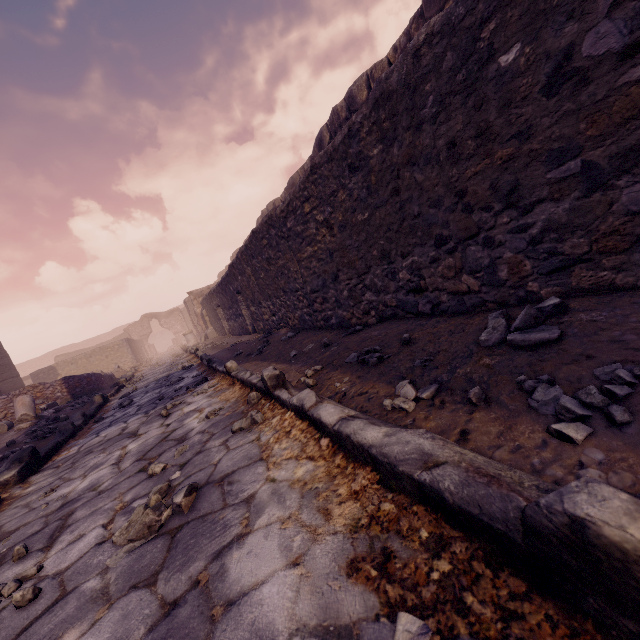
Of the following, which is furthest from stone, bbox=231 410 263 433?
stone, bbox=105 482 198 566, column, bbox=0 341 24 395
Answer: column, bbox=0 341 24 395

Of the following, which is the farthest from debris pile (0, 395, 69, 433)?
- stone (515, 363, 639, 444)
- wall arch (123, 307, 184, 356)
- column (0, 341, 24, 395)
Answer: wall arch (123, 307, 184, 356)

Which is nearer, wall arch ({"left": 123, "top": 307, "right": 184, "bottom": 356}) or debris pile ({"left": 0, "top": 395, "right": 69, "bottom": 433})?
debris pile ({"left": 0, "top": 395, "right": 69, "bottom": 433})

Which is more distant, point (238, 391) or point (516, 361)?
point (238, 391)

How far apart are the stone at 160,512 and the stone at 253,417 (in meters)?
0.45

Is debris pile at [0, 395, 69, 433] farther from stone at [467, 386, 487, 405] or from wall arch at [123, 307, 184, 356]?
wall arch at [123, 307, 184, 356]

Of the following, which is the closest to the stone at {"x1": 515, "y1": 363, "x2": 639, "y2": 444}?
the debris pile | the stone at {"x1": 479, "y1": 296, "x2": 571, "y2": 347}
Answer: the stone at {"x1": 479, "y1": 296, "x2": 571, "y2": 347}

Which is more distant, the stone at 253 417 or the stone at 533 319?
the stone at 253 417
